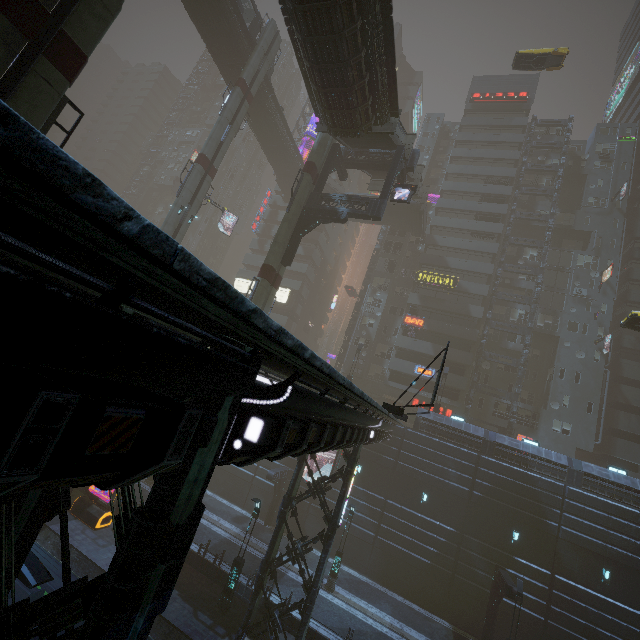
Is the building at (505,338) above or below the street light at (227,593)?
above

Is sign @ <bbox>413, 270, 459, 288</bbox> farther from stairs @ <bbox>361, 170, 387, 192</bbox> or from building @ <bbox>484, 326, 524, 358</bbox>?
stairs @ <bbox>361, 170, 387, 192</bbox>

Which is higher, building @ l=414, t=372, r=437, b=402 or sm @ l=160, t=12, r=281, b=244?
sm @ l=160, t=12, r=281, b=244

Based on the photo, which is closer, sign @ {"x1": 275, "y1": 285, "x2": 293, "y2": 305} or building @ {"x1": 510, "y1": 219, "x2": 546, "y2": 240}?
building @ {"x1": 510, "y1": 219, "x2": 546, "y2": 240}

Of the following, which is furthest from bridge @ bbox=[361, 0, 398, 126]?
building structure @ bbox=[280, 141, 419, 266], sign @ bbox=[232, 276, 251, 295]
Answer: sign @ bbox=[232, 276, 251, 295]

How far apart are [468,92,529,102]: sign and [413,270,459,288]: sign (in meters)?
29.16

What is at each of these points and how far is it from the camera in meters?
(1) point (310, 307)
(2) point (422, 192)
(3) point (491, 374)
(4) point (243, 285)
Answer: (1) building, 55.7 m
(2) stairs, 39.2 m
(3) building, 39.0 m
(4) sign, 51.9 m

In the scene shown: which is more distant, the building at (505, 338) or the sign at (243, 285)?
the sign at (243, 285)
